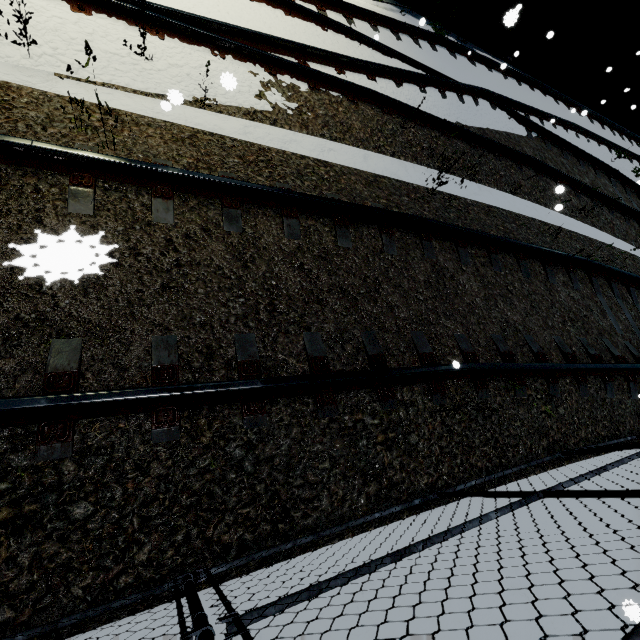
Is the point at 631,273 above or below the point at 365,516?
above
